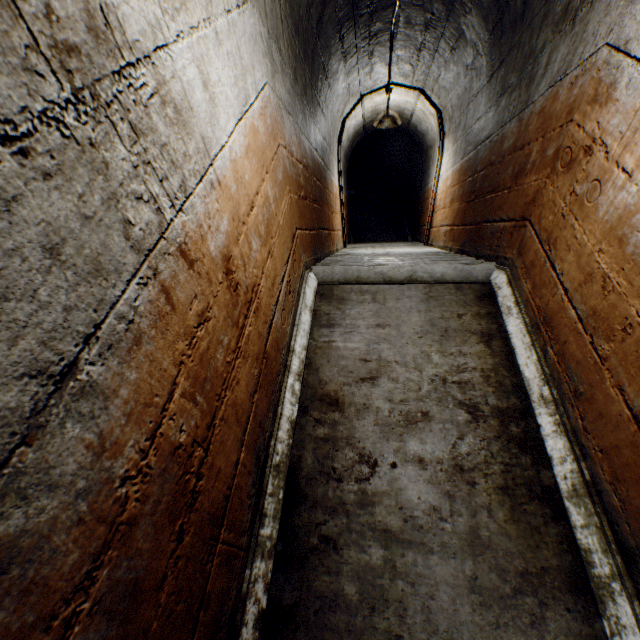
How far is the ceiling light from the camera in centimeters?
501cm

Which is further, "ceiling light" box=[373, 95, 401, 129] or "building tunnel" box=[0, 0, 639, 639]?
"ceiling light" box=[373, 95, 401, 129]

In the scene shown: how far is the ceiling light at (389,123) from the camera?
5.01m

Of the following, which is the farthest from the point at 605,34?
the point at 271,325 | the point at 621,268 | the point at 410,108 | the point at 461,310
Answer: the point at 410,108

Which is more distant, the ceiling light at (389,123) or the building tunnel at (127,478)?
the ceiling light at (389,123)
